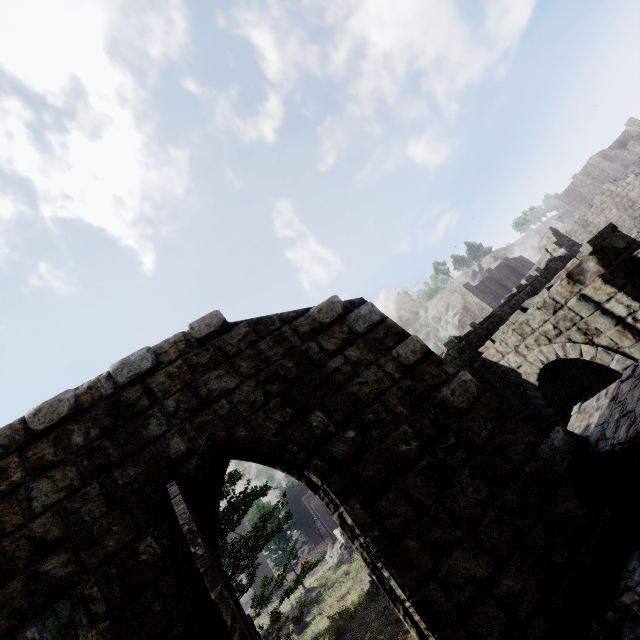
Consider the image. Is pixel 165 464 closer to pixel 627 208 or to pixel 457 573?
pixel 457 573

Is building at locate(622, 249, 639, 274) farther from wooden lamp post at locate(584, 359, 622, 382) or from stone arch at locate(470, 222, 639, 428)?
wooden lamp post at locate(584, 359, 622, 382)

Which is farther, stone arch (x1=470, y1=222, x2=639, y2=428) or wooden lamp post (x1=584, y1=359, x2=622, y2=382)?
wooden lamp post (x1=584, y1=359, x2=622, y2=382)

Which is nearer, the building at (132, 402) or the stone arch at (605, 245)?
the building at (132, 402)

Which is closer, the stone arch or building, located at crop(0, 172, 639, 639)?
building, located at crop(0, 172, 639, 639)

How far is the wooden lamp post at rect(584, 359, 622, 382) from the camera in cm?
1105

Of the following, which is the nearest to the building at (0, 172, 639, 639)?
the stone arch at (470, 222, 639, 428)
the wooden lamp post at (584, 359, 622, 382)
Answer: the stone arch at (470, 222, 639, 428)

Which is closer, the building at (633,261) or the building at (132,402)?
the building at (132,402)
